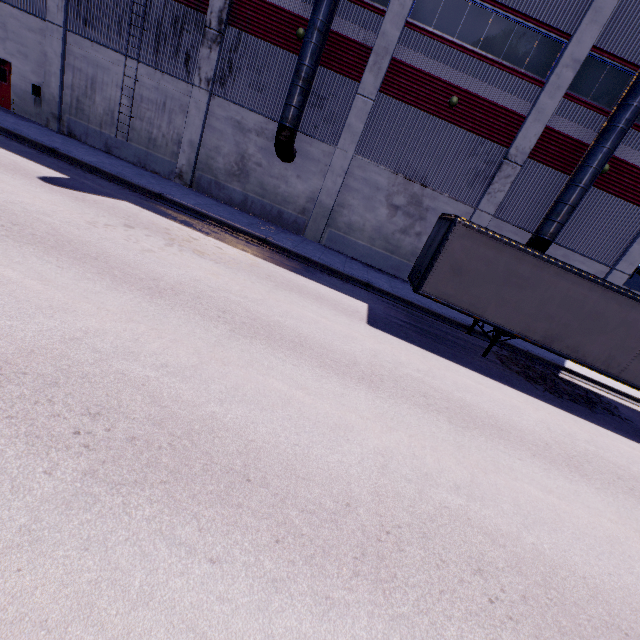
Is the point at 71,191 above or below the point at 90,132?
below

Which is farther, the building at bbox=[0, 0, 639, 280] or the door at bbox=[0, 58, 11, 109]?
the door at bbox=[0, 58, 11, 109]

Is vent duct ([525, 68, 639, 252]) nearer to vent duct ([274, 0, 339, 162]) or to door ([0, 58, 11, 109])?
vent duct ([274, 0, 339, 162])

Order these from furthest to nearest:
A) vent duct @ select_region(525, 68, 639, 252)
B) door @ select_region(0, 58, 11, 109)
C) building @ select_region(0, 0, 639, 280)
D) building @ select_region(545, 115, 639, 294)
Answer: door @ select_region(0, 58, 11, 109) < building @ select_region(545, 115, 639, 294) < building @ select_region(0, 0, 639, 280) < vent duct @ select_region(525, 68, 639, 252)

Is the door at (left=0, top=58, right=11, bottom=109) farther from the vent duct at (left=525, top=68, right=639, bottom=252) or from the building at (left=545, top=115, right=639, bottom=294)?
the vent duct at (left=525, top=68, right=639, bottom=252)

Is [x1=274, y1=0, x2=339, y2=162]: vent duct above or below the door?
above

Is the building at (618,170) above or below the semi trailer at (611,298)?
above

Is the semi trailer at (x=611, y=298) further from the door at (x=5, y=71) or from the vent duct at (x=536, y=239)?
the door at (x=5, y=71)
